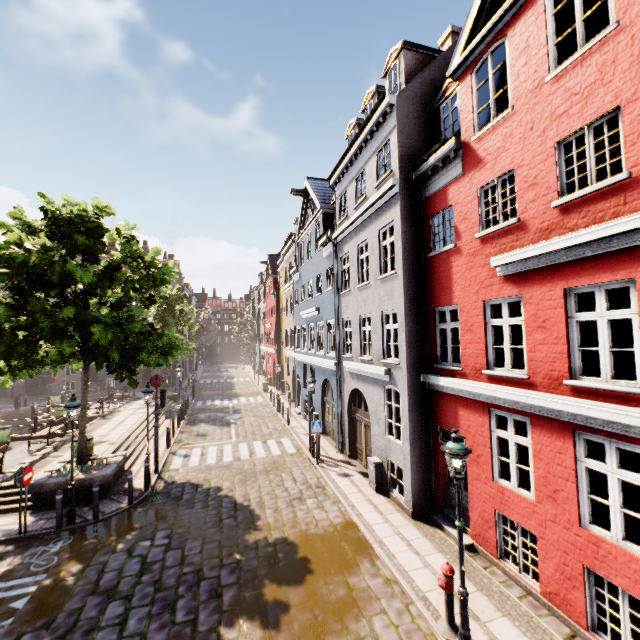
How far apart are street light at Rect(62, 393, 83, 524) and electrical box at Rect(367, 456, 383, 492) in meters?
9.7

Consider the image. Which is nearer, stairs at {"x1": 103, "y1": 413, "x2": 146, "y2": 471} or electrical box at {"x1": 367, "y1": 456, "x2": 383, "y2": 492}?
electrical box at {"x1": 367, "y1": 456, "x2": 383, "y2": 492}

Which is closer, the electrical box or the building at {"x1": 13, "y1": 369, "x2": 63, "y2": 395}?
the electrical box

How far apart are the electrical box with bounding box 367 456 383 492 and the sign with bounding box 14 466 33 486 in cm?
1079

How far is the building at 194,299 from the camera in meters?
40.8

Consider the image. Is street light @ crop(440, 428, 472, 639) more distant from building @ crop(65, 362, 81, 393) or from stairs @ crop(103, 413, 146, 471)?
stairs @ crop(103, 413, 146, 471)

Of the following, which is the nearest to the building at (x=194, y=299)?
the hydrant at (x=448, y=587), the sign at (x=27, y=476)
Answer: the hydrant at (x=448, y=587)

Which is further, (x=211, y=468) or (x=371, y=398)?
(x=211, y=468)
